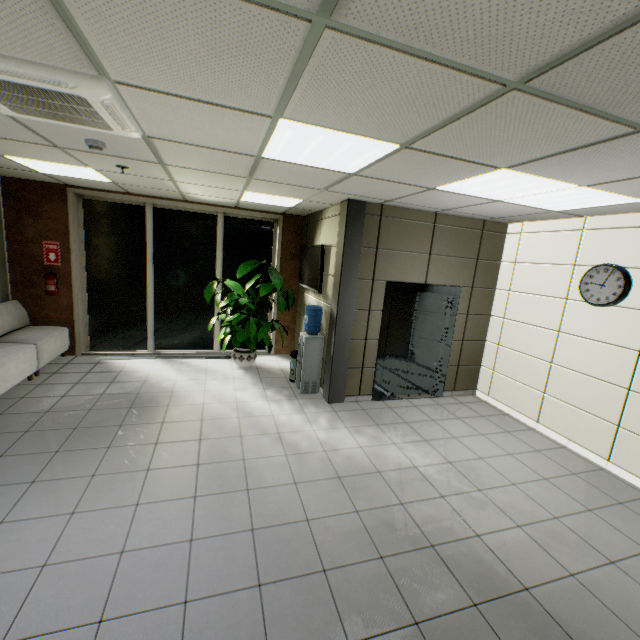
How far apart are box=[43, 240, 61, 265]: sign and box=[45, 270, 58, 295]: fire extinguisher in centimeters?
16cm

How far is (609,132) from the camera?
1.96m

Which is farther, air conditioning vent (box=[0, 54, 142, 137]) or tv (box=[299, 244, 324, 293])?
tv (box=[299, 244, 324, 293])

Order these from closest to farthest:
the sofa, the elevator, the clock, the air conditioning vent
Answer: the air conditioning vent → the clock → the sofa → the elevator

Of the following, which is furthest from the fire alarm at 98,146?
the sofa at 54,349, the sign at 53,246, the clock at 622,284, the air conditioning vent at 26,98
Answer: the clock at 622,284

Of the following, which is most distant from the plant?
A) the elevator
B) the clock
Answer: the clock

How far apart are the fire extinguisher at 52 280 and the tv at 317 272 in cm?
464

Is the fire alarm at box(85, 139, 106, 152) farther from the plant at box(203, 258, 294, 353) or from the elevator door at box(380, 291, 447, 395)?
the elevator door at box(380, 291, 447, 395)
